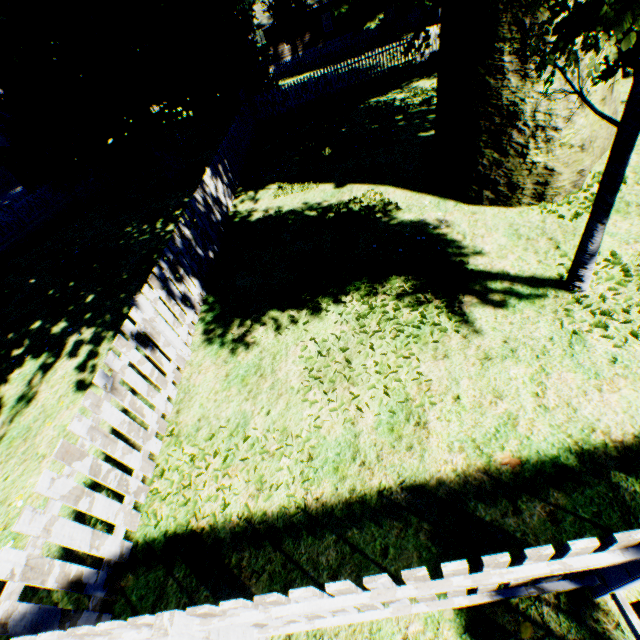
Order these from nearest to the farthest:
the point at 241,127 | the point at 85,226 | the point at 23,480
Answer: the point at 23,480 → the point at 241,127 → the point at 85,226

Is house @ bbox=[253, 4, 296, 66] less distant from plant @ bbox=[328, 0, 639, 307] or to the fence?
the fence

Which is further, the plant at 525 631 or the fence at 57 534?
the plant at 525 631

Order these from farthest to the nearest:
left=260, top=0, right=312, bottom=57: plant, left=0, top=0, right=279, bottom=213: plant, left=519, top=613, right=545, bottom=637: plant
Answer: left=260, top=0, right=312, bottom=57: plant, left=0, top=0, right=279, bottom=213: plant, left=519, top=613, right=545, bottom=637: plant

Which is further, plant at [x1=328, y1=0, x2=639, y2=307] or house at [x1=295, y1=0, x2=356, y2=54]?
house at [x1=295, y1=0, x2=356, y2=54]

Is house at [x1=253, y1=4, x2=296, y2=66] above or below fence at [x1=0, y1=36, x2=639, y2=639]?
above

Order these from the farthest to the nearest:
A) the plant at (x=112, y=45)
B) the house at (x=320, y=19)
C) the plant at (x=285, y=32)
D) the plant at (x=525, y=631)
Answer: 1. the house at (x=320, y=19)
2. the plant at (x=285, y=32)
3. the plant at (x=112, y=45)
4. the plant at (x=525, y=631)
